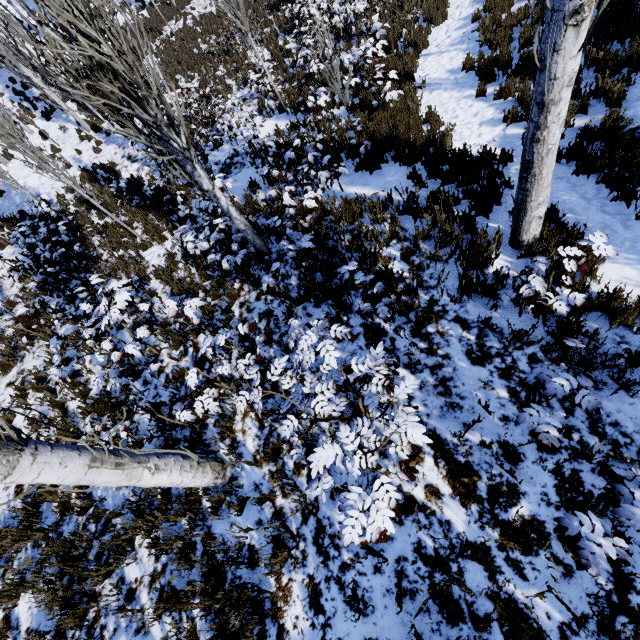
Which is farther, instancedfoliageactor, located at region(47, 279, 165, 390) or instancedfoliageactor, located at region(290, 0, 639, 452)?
instancedfoliageactor, located at region(47, 279, 165, 390)

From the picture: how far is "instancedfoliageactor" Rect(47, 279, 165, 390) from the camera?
4.52m

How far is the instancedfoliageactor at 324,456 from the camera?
2.2m

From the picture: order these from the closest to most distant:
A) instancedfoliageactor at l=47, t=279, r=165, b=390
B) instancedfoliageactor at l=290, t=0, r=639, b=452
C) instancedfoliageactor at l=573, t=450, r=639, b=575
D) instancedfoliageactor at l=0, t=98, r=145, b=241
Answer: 1. instancedfoliageactor at l=573, t=450, r=639, b=575
2. instancedfoliageactor at l=290, t=0, r=639, b=452
3. instancedfoliageactor at l=47, t=279, r=165, b=390
4. instancedfoliageactor at l=0, t=98, r=145, b=241

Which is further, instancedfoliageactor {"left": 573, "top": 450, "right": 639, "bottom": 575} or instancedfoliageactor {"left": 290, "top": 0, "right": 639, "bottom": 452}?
instancedfoliageactor {"left": 290, "top": 0, "right": 639, "bottom": 452}

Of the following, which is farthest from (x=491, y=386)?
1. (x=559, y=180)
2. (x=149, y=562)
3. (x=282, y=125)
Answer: (x=282, y=125)

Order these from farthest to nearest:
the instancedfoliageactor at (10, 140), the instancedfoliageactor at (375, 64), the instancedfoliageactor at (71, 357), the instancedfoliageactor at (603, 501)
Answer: the instancedfoliageactor at (10, 140) < the instancedfoliageactor at (71, 357) < the instancedfoliageactor at (375, 64) < the instancedfoliageactor at (603, 501)
